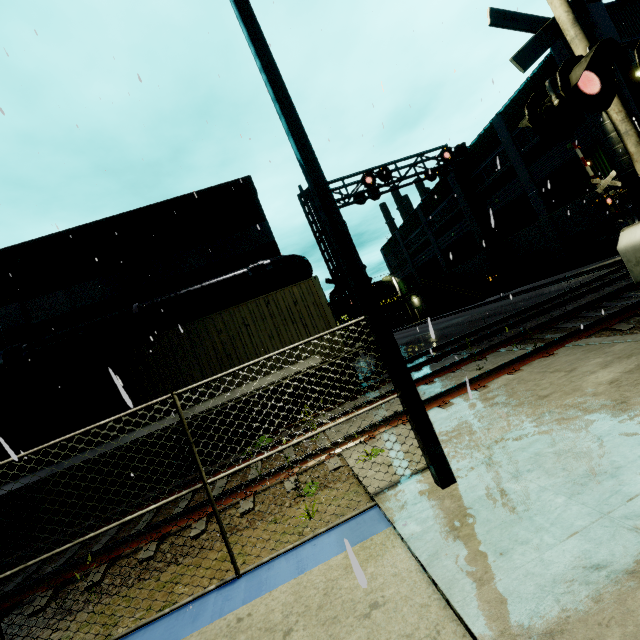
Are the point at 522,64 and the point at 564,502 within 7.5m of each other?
yes

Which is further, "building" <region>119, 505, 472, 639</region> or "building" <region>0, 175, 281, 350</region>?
"building" <region>0, 175, 281, 350</region>

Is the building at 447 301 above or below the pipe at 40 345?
below

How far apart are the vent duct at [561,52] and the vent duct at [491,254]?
12.3m

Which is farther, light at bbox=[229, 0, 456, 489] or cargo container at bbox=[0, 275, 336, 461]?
cargo container at bbox=[0, 275, 336, 461]

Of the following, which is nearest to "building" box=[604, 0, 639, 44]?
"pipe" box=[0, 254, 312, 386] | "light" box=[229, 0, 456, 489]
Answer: "pipe" box=[0, 254, 312, 386]
